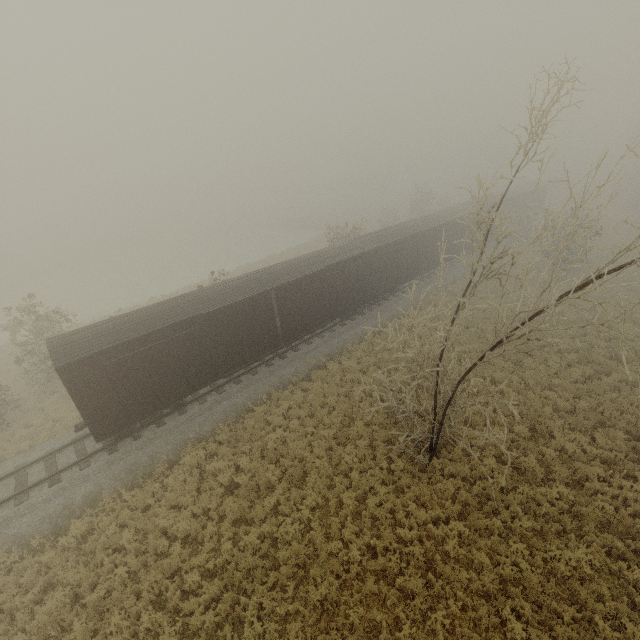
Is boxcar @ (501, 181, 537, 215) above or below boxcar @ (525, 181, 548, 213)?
above

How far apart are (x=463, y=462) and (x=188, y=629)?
10.2 meters

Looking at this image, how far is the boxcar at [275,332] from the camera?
12.5m

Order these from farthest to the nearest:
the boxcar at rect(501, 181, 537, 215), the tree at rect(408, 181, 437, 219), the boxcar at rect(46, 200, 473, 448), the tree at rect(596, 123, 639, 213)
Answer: the tree at rect(408, 181, 437, 219) → the boxcar at rect(501, 181, 537, 215) → the boxcar at rect(46, 200, 473, 448) → the tree at rect(596, 123, 639, 213)

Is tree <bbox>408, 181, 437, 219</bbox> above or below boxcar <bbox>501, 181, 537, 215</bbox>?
below

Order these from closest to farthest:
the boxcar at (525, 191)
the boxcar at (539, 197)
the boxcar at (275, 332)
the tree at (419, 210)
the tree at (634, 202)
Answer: the tree at (634, 202) < the boxcar at (275, 332) < the boxcar at (525, 191) < the boxcar at (539, 197) < the tree at (419, 210)

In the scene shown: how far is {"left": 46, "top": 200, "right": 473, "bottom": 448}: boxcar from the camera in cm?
1255

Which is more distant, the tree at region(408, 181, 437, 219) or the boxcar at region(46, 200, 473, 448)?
the tree at region(408, 181, 437, 219)
